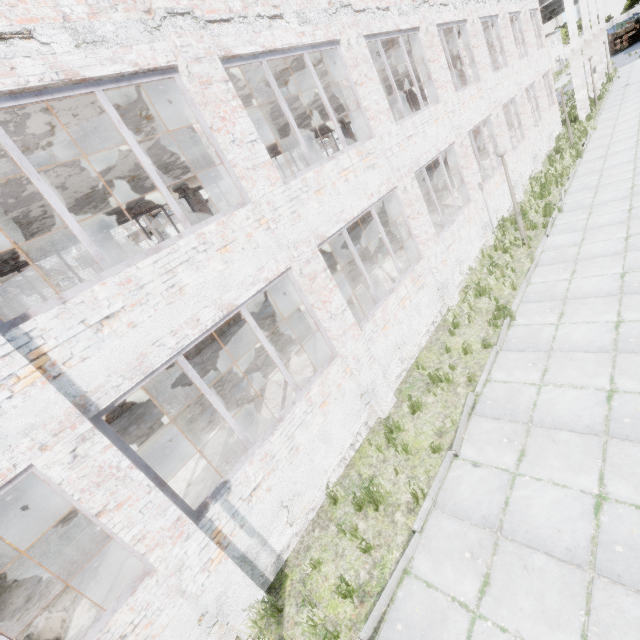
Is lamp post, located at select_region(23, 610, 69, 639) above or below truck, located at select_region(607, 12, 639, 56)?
above

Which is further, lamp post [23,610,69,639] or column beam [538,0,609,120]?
Result: column beam [538,0,609,120]

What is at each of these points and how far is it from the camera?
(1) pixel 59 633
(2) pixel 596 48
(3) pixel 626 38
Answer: (1) lamp post, 2.6 meters
(2) column beam, 28.5 meters
(3) truck, 46.3 meters

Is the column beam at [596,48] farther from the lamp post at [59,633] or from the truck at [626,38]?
the lamp post at [59,633]

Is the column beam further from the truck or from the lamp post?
the lamp post

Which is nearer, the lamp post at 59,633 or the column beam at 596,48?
the lamp post at 59,633

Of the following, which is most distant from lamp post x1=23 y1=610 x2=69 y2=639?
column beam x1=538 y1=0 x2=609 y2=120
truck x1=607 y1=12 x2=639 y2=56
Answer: truck x1=607 y1=12 x2=639 y2=56

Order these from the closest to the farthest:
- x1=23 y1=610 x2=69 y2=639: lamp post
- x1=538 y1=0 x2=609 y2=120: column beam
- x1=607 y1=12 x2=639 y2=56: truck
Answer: x1=23 y1=610 x2=69 y2=639: lamp post → x1=538 y1=0 x2=609 y2=120: column beam → x1=607 y1=12 x2=639 y2=56: truck
